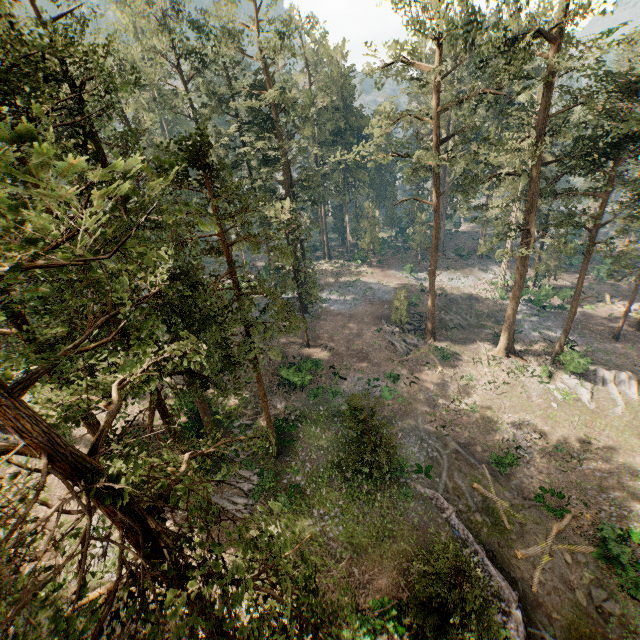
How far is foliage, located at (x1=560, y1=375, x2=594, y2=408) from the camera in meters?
Answer: 29.0 m

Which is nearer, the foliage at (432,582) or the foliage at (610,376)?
the foliage at (432,582)

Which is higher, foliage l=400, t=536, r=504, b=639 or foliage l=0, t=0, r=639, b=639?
foliage l=0, t=0, r=639, b=639

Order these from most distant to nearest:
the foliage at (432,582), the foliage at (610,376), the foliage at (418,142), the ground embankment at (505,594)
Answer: the foliage at (610,376), the ground embankment at (505,594), the foliage at (432,582), the foliage at (418,142)

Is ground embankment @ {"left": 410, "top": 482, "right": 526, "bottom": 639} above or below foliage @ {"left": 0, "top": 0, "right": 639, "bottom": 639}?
below

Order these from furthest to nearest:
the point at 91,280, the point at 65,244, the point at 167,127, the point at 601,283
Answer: the point at 167,127 < the point at 601,283 < the point at 91,280 < the point at 65,244

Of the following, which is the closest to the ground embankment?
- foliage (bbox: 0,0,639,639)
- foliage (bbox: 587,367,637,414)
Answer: foliage (bbox: 0,0,639,639)
